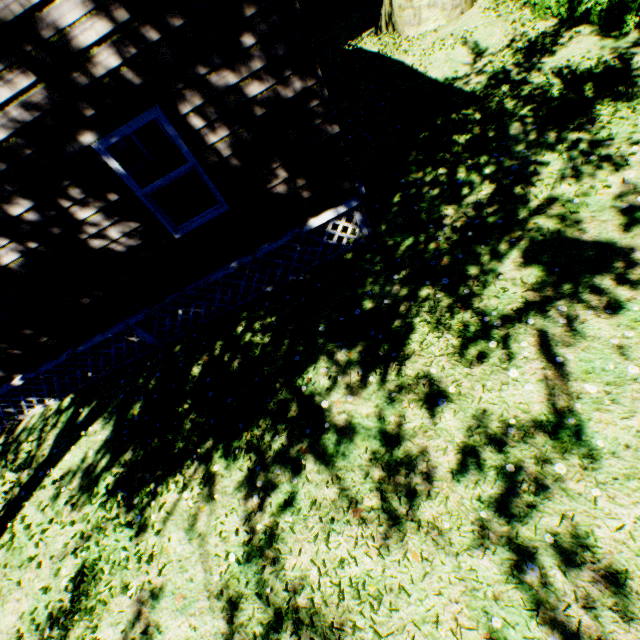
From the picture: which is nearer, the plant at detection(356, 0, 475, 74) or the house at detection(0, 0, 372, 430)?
the house at detection(0, 0, 372, 430)

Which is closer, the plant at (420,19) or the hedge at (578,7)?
the hedge at (578,7)

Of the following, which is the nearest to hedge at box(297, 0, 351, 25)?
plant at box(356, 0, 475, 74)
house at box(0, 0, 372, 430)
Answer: plant at box(356, 0, 475, 74)

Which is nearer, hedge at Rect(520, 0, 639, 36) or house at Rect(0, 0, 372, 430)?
house at Rect(0, 0, 372, 430)

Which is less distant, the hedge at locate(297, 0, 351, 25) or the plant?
the plant

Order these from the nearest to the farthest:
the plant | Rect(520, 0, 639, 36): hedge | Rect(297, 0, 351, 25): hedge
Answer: Rect(520, 0, 639, 36): hedge, the plant, Rect(297, 0, 351, 25): hedge

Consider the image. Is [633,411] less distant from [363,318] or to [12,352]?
[363,318]

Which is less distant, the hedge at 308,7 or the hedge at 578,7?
the hedge at 578,7
